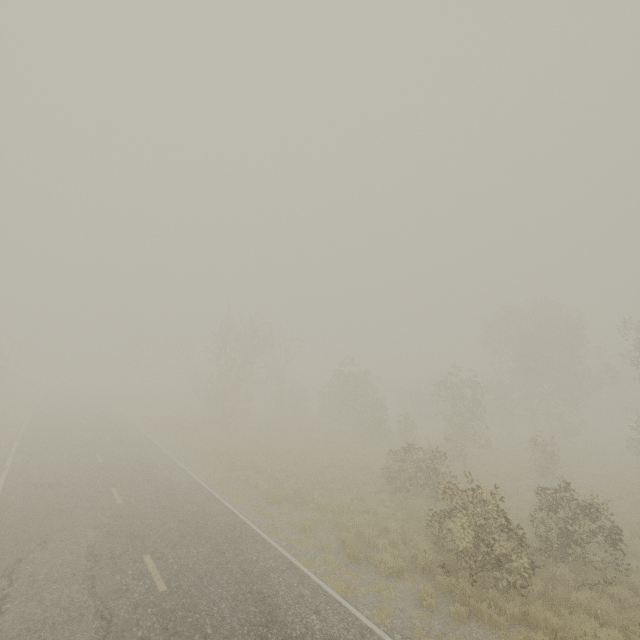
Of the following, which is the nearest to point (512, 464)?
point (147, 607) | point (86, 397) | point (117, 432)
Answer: point (147, 607)

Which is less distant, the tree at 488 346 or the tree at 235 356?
the tree at 488 346

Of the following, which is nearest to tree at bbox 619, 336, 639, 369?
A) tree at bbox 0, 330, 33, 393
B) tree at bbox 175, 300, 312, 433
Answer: tree at bbox 175, 300, 312, 433

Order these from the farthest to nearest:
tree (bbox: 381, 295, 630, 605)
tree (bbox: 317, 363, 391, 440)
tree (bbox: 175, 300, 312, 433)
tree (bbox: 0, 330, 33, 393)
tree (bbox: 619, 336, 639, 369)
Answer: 1. tree (bbox: 0, 330, 33, 393)
2. tree (bbox: 317, 363, 391, 440)
3. tree (bbox: 175, 300, 312, 433)
4. tree (bbox: 619, 336, 639, 369)
5. tree (bbox: 381, 295, 630, 605)

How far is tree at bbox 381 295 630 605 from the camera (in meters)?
9.45

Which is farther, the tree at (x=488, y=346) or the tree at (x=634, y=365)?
the tree at (x=634, y=365)

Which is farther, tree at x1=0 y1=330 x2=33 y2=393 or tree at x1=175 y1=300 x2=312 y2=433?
tree at x1=0 y1=330 x2=33 y2=393

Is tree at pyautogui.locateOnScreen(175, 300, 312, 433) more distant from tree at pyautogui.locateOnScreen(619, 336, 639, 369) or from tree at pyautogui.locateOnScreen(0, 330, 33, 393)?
tree at pyautogui.locateOnScreen(619, 336, 639, 369)
